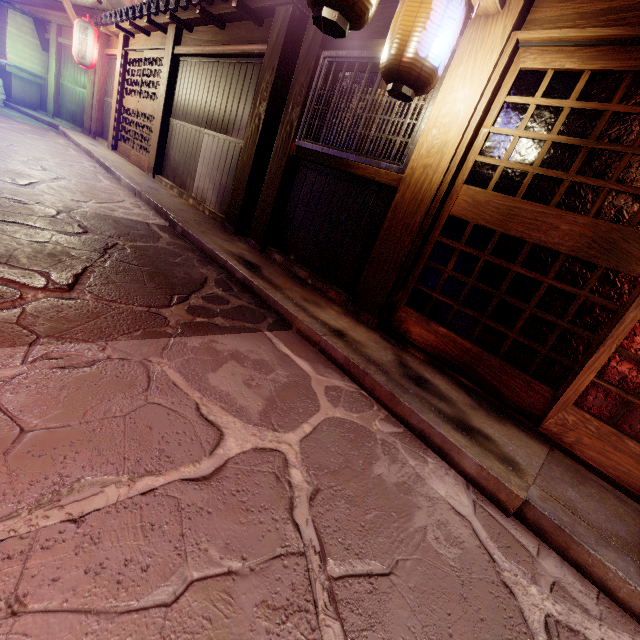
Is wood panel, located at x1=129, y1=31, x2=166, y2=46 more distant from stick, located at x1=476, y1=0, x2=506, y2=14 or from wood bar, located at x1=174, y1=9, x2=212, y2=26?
stick, located at x1=476, y1=0, x2=506, y2=14

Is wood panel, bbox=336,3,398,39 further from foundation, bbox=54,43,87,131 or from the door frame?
foundation, bbox=54,43,87,131

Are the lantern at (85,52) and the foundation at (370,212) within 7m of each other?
no

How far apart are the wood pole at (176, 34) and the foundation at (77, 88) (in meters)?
13.01

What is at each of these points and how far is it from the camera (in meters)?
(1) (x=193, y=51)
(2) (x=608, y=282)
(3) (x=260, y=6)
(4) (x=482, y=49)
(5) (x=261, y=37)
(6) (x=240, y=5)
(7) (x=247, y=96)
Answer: (1) wood bar, 11.80
(2) door, 4.41
(3) wood bar, 8.66
(4) wood pole, 5.08
(5) wood panel, 9.38
(6) stick, 8.73
(7) foundation, 10.05

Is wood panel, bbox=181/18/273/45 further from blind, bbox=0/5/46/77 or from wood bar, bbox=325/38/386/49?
blind, bbox=0/5/46/77

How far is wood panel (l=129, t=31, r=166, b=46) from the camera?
14.2 meters

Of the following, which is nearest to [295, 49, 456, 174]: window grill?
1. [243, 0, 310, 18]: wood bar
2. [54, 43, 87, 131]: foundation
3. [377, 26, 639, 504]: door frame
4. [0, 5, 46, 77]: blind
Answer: [377, 26, 639, 504]: door frame
